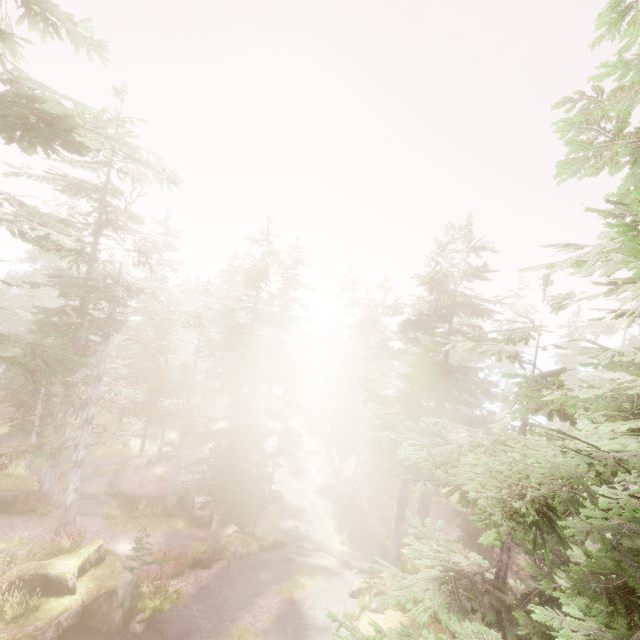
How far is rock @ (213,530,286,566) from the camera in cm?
1916

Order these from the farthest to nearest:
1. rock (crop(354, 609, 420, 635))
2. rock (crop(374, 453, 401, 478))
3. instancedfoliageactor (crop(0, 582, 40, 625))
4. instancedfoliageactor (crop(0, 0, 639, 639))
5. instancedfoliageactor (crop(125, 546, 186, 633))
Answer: rock (crop(374, 453, 401, 478)) < rock (crop(354, 609, 420, 635)) < instancedfoliageactor (crop(125, 546, 186, 633)) < instancedfoliageactor (crop(0, 582, 40, 625)) < instancedfoliageactor (crop(0, 0, 639, 639))

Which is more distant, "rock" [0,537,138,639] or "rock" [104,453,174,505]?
"rock" [104,453,174,505]

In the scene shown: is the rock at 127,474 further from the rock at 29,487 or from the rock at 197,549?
the rock at 197,549

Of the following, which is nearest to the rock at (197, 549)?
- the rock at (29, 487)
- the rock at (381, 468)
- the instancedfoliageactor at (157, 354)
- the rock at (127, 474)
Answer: the instancedfoliageactor at (157, 354)

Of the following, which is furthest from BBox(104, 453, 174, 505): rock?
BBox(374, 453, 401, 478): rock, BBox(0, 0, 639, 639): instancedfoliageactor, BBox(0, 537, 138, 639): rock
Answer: BBox(374, 453, 401, 478): rock

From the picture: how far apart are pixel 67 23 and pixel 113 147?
10.1 meters

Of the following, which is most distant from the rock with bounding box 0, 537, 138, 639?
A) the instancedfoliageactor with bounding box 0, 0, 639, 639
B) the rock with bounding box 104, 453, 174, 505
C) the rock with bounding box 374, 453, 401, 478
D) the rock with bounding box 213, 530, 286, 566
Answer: the rock with bounding box 374, 453, 401, 478
